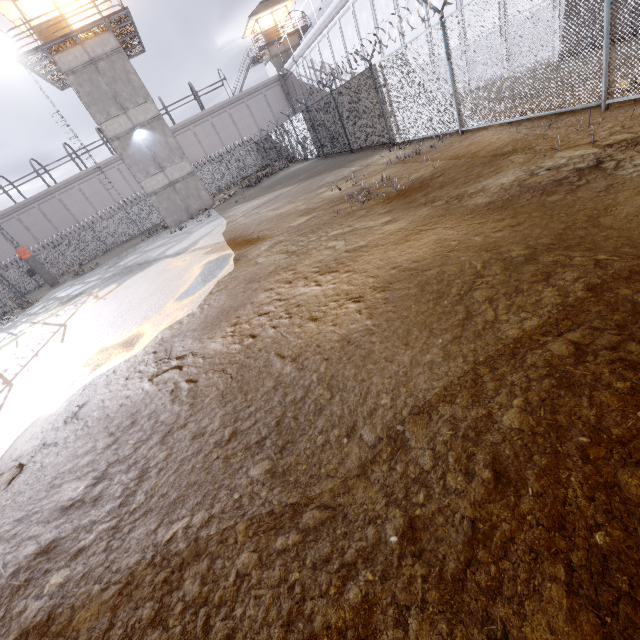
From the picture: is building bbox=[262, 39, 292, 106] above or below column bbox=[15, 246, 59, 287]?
above

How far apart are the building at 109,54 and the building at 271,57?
23.6m

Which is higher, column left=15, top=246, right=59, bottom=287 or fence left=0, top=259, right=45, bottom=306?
column left=15, top=246, right=59, bottom=287

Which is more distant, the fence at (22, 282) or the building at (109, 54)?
the fence at (22, 282)

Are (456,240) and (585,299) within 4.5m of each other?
yes

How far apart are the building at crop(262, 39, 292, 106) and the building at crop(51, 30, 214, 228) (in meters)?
23.62

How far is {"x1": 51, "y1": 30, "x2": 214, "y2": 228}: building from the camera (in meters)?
20.48

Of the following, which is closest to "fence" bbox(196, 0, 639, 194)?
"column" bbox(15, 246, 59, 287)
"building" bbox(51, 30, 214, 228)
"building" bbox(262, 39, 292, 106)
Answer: "column" bbox(15, 246, 59, 287)
